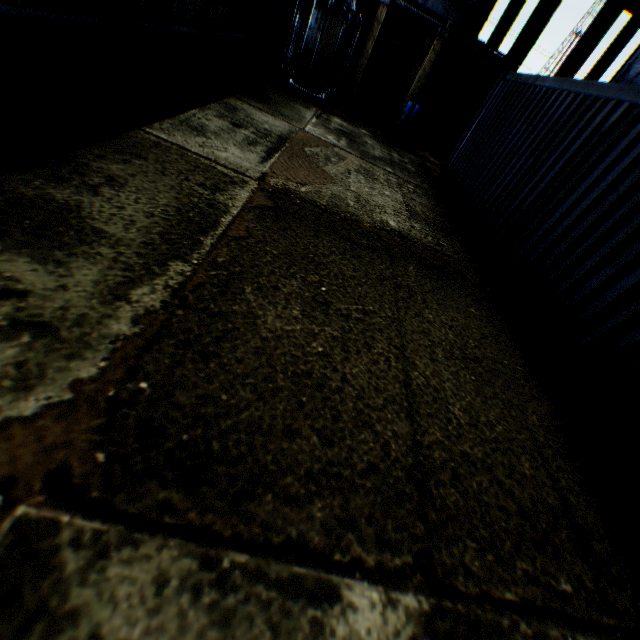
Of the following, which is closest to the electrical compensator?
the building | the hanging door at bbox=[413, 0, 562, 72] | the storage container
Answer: the building

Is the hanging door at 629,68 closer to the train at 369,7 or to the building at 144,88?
the building at 144,88

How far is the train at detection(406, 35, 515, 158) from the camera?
12.8 meters

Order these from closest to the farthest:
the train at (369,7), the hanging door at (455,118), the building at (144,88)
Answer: the building at (144,88)
the train at (369,7)
the hanging door at (455,118)

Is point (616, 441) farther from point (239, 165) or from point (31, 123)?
point (31, 123)

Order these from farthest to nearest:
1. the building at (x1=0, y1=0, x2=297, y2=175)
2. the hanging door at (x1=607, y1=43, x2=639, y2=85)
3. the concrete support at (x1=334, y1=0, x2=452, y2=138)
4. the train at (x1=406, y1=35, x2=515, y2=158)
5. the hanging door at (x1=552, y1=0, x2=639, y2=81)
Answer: the hanging door at (x1=607, y1=43, x2=639, y2=85)
the hanging door at (x1=552, y1=0, x2=639, y2=81)
the train at (x1=406, y1=35, x2=515, y2=158)
the concrete support at (x1=334, y1=0, x2=452, y2=138)
the building at (x1=0, y1=0, x2=297, y2=175)

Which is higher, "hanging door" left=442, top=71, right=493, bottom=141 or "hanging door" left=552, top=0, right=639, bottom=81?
"hanging door" left=552, top=0, right=639, bottom=81

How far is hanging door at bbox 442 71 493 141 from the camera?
21.7m
